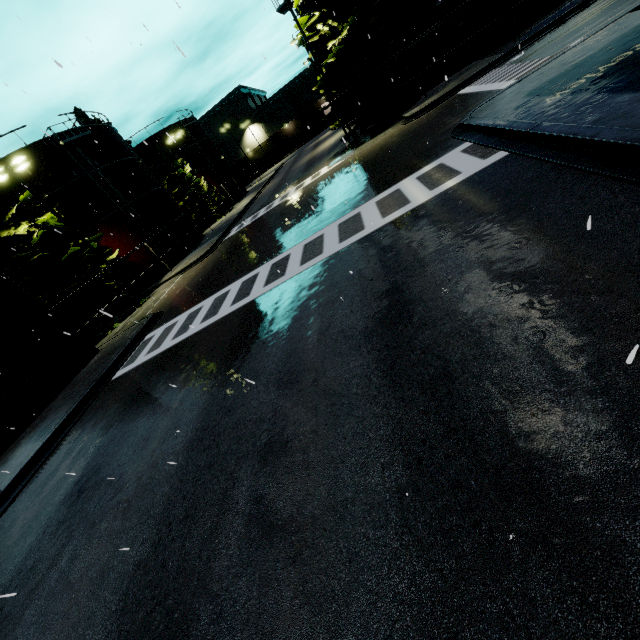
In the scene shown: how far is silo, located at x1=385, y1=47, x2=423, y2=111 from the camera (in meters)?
21.61

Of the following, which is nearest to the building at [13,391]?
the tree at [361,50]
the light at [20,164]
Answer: the light at [20,164]

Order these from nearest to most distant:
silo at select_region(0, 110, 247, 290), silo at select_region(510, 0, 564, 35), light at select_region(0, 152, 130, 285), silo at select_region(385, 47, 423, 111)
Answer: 1. light at select_region(0, 152, 130, 285)
2. silo at select_region(510, 0, 564, 35)
3. silo at select_region(385, 47, 423, 111)
4. silo at select_region(0, 110, 247, 290)

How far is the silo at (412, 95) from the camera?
21.6m

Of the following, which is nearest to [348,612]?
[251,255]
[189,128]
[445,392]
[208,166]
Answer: [445,392]

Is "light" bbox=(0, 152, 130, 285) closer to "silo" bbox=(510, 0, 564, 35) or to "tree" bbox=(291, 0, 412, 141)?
"silo" bbox=(510, 0, 564, 35)

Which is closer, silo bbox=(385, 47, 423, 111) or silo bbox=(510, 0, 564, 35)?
silo bbox=(510, 0, 564, 35)

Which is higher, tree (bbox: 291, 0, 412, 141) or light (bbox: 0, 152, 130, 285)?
light (bbox: 0, 152, 130, 285)
